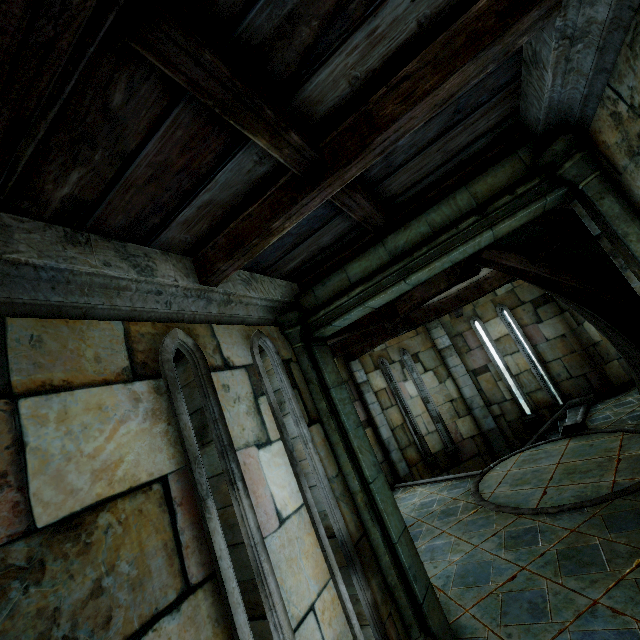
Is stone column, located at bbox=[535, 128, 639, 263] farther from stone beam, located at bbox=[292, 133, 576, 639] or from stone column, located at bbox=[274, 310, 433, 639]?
stone column, located at bbox=[274, 310, 433, 639]

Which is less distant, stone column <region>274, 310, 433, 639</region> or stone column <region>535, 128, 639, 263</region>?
stone column <region>535, 128, 639, 263</region>

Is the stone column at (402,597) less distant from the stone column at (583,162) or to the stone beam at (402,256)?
the stone beam at (402,256)

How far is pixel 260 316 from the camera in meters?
3.5

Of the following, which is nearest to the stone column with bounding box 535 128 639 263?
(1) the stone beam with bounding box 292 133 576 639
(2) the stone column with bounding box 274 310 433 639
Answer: (1) the stone beam with bounding box 292 133 576 639
